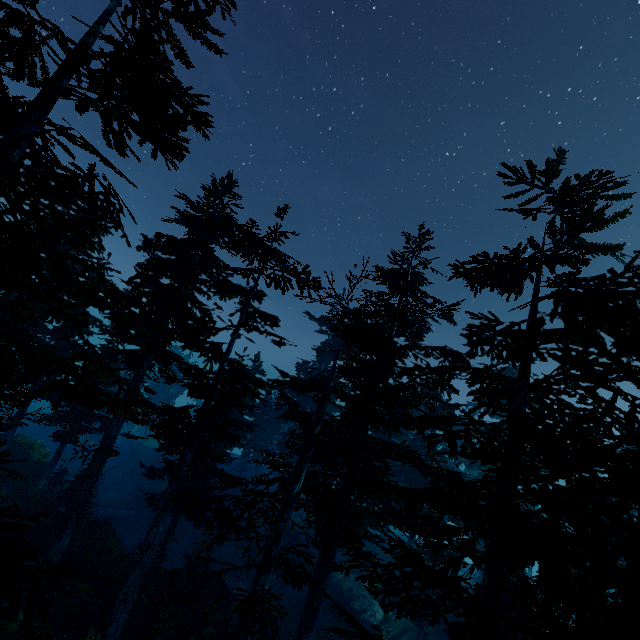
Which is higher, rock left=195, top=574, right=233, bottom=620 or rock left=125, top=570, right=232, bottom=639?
rock left=195, top=574, right=233, bottom=620

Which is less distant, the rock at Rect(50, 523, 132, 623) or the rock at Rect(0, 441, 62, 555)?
the rock at Rect(50, 523, 132, 623)

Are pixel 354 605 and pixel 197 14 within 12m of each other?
no

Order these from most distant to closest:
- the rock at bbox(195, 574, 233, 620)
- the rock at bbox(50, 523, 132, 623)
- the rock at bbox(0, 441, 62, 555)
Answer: the rock at bbox(0, 441, 62, 555), the rock at bbox(195, 574, 233, 620), the rock at bbox(50, 523, 132, 623)

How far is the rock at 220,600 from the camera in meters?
17.2

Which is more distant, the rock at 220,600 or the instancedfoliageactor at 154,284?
the rock at 220,600

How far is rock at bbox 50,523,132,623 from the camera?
14.8 meters
